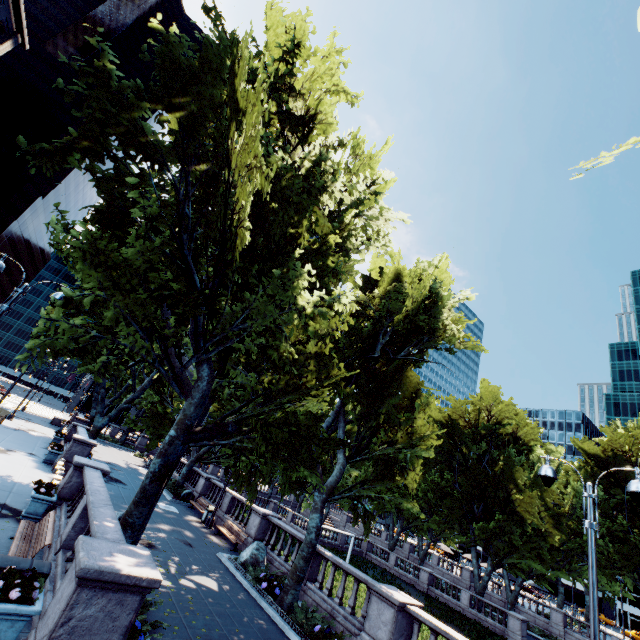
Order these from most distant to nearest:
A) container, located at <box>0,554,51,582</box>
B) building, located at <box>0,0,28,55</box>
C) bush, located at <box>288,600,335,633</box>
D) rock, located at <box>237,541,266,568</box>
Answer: building, located at <box>0,0,28,55</box> → rock, located at <box>237,541,266,568</box> → bush, located at <box>288,600,335,633</box> → container, located at <box>0,554,51,582</box>

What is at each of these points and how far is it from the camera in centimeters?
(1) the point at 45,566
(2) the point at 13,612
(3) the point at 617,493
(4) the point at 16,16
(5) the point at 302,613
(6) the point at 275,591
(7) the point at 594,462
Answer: (1) container, 736cm
(2) planter, 581cm
(3) tree, 3862cm
(4) building, 4253cm
(5) bush, 1202cm
(6) plant, 1310cm
(7) tree, 3894cm

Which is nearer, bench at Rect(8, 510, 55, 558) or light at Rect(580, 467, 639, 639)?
light at Rect(580, 467, 639, 639)

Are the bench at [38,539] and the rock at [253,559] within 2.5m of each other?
no

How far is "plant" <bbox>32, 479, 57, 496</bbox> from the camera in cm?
1189

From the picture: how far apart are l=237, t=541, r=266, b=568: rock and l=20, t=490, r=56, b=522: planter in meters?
8.4 m

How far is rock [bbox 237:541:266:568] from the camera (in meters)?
15.35

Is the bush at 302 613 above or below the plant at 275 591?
below
